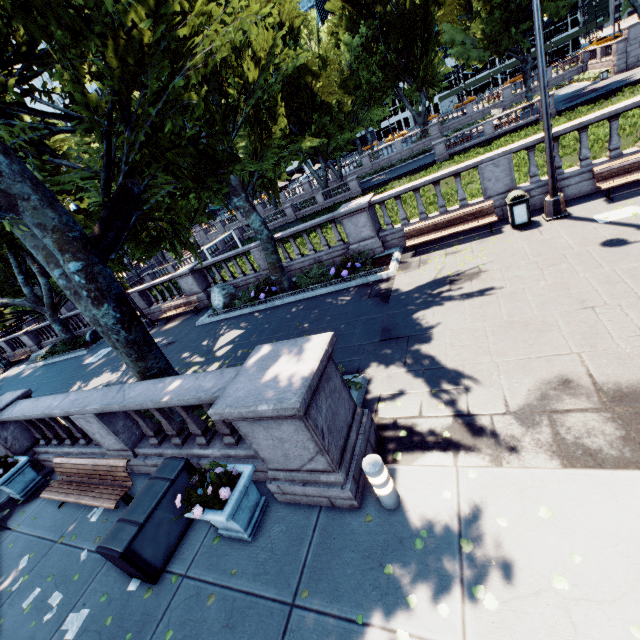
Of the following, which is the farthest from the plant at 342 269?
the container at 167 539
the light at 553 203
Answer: the container at 167 539

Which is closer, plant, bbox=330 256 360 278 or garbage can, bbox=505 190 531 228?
garbage can, bbox=505 190 531 228

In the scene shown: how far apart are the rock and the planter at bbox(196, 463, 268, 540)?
10.73m

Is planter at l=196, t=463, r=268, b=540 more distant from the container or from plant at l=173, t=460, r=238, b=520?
the container

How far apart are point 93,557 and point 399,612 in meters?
5.6 m

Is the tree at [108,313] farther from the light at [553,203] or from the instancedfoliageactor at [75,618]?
the instancedfoliageactor at [75,618]

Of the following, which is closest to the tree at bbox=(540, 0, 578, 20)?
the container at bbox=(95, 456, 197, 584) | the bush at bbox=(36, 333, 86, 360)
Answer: the bush at bbox=(36, 333, 86, 360)

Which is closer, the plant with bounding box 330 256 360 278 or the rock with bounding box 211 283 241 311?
the plant with bounding box 330 256 360 278
